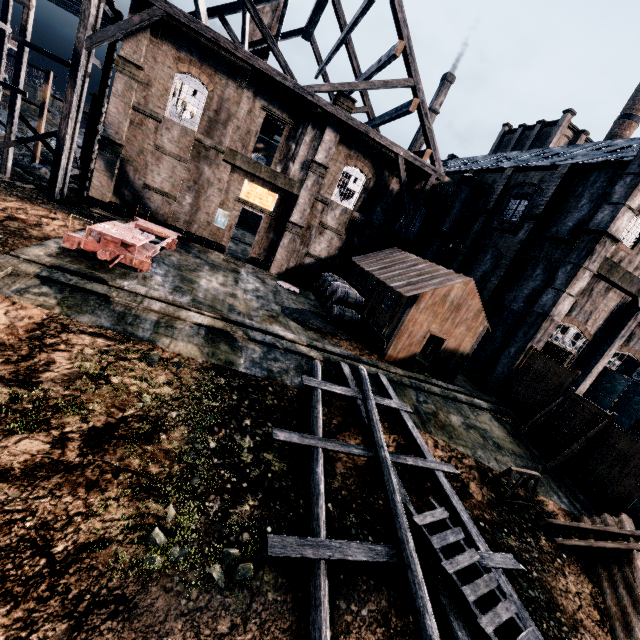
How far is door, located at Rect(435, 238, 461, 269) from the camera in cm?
2773

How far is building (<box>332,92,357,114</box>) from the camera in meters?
21.5

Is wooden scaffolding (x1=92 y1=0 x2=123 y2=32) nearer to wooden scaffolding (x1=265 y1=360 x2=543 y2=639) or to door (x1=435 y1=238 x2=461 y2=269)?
wooden scaffolding (x1=265 y1=360 x2=543 y2=639)

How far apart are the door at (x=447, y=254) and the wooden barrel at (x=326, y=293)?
11.0m

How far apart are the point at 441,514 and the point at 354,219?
21.6 meters

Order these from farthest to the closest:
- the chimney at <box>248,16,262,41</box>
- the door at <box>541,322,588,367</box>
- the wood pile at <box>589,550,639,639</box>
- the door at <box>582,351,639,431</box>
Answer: the chimney at <box>248,16,262,41</box> → the door at <box>582,351,639,431</box> → the door at <box>541,322,588,367</box> → the wood pile at <box>589,550,639,639</box>

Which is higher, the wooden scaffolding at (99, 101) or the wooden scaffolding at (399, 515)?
the wooden scaffolding at (99, 101)

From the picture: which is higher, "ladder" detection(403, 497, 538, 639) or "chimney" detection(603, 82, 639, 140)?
"chimney" detection(603, 82, 639, 140)
